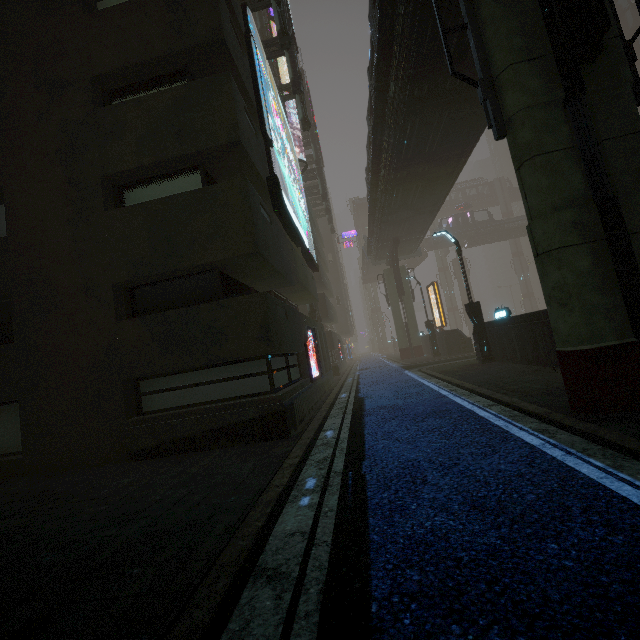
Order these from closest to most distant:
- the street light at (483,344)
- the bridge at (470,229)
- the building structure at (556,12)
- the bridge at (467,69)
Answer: the building structure at (556,12) → the bridge at (467,69) → the street light at (483,344) → the bridge at (470,229)

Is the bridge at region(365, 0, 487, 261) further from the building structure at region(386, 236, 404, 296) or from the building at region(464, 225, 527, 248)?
the building at region(464, 225, 527, 248)

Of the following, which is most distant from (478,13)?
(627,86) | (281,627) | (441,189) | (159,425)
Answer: (441,189)

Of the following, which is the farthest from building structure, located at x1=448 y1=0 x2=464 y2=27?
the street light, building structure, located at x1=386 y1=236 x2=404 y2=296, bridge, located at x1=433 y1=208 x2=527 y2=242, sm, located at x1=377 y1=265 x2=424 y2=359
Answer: bridge, located at x1=433 y1=208 x2=527 y2=242

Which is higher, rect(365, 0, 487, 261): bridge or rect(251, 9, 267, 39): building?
rect(251, 9, 267, 39): building

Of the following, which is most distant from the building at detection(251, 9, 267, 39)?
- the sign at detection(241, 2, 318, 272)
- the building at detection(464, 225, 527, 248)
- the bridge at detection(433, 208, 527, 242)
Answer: the building at detection(464, 225, 527, 248)

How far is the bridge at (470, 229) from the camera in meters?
52.9

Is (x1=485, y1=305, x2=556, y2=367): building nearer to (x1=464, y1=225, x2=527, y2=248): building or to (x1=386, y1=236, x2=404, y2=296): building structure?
(x1=386, y1=236, x2=404, y2=296): building structure
